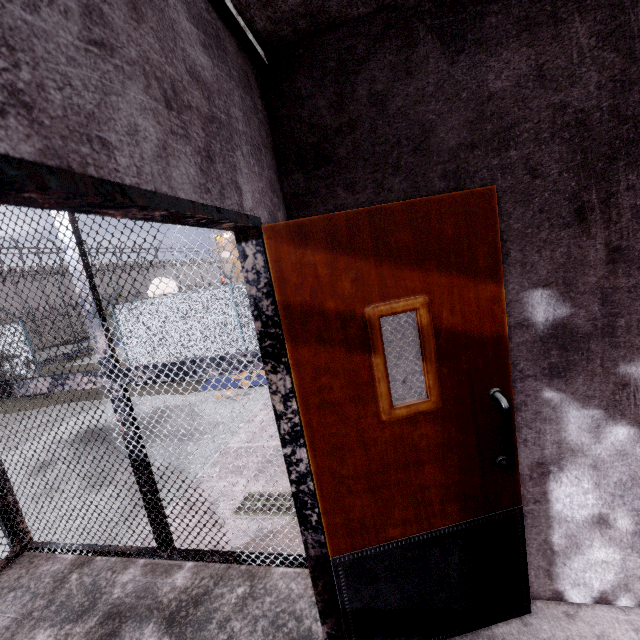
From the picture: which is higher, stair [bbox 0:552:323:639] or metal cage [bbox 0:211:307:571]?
metal cage [bbox 0:211:307:571]

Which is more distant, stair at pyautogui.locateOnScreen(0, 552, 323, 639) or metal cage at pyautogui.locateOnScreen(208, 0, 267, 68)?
stair at pyautogui.locateOnScreen(0, 552, 323, 639)

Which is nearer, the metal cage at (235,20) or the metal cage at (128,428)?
the metal cage at (235,20)

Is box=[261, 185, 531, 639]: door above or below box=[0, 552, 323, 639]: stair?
above

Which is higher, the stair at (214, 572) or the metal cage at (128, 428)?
the metal cage at (128, 428)

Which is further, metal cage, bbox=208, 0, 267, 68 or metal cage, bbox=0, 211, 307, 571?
metal cage, bbox=0, 211, 307, 571

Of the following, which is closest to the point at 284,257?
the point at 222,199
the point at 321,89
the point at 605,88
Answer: the point at 222,199

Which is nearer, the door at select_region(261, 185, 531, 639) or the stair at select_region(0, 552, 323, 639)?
the door at select_region(261, 185, 531, 639)
